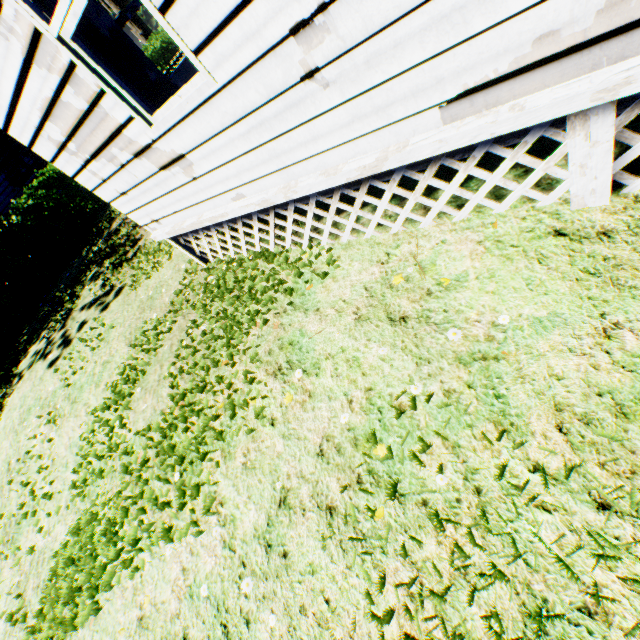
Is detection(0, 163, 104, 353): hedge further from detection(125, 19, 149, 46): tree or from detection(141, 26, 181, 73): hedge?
detection(125, 19, 149, 46): tree

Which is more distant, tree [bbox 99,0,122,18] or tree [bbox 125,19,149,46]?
tree [bbox 125,19,149,46]

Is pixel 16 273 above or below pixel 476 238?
above

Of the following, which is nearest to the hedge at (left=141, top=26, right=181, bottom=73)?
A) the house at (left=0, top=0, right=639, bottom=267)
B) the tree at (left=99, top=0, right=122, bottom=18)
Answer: the tree at (left=99, top=0, right=122, bottom=18)

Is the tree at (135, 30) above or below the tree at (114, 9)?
below

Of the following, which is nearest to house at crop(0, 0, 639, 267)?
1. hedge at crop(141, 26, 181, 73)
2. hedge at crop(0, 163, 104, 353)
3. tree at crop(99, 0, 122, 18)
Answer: hedge at crop(0, 163, 104, 353)

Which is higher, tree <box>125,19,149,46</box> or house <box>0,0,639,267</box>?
tree <box>125,19,149,46</box>

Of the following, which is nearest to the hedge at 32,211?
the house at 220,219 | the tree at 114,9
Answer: the house at 220,219
